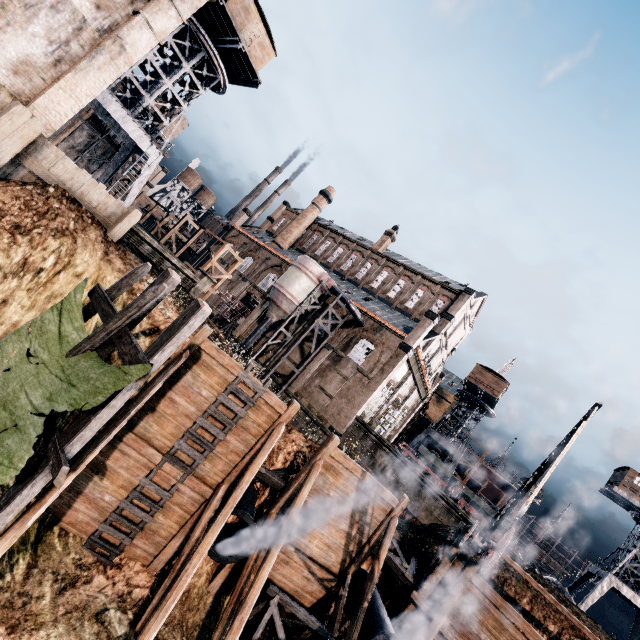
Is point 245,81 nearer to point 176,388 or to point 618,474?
point 176,388

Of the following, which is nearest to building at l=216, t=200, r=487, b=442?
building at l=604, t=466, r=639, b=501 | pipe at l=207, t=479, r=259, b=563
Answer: pipe at l=207, t=479, r=259, b=563

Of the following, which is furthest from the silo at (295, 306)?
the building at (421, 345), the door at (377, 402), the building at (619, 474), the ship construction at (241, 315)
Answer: the building at (619, 474)

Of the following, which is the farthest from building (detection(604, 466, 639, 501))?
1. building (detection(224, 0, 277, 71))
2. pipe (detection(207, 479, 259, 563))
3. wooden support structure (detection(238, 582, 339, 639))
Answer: building (detection(224, 0, 277, 71))

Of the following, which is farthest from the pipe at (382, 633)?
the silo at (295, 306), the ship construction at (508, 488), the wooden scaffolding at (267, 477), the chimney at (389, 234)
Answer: the ship construction at (508, 488)

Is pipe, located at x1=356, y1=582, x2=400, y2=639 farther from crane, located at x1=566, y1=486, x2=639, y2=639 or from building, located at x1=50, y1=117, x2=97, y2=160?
building, located at x1=50, y1=117, x2=97, y2=160

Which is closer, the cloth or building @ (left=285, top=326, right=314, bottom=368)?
the cloth

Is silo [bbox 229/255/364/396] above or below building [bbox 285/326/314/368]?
above
